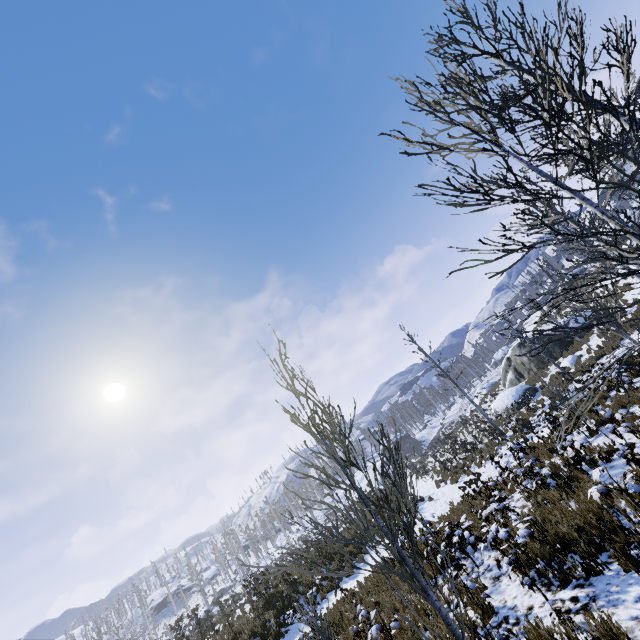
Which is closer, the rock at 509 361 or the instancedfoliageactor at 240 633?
the instancedfoliageactor at 240 633

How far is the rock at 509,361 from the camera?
24.2m

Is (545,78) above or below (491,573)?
above

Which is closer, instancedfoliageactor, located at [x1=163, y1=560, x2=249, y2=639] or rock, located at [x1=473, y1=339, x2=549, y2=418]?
instancedfoliageactor, located at [x1=163, y1=560, x2=249, y2=639]

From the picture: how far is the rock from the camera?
24.20m
